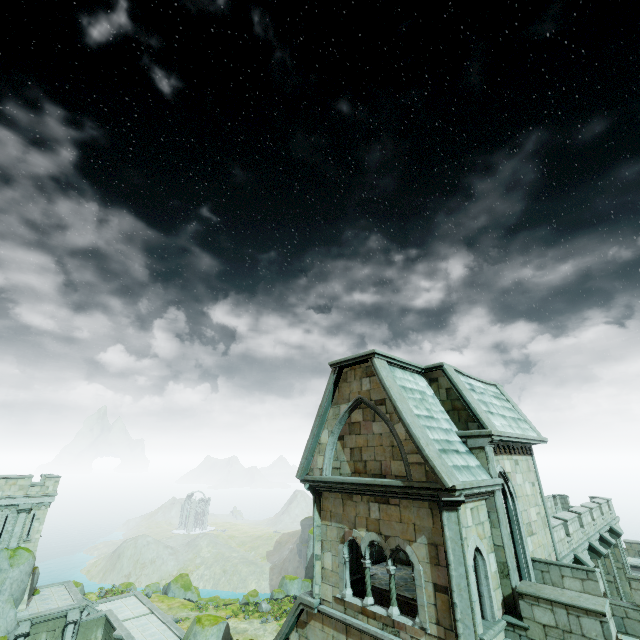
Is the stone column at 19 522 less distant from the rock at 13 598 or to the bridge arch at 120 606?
the rock at 13 598

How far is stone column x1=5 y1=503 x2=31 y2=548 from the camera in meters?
28.5 m

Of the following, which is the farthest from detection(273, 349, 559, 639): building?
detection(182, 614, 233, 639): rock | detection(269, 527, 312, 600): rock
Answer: detection(269, 527, 312, 600): rock

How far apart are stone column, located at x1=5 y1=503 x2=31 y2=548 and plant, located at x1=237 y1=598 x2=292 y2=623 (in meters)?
29.42

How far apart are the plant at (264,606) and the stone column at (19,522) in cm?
2942

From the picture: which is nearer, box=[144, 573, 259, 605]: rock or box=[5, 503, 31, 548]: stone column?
box=[5, 503, 31, 548]: stone column

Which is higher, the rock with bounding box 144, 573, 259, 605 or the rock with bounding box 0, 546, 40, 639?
the rock with bounding box 0, 546, 40, 639

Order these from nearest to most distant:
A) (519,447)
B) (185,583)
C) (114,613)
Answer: (519,447), (114,613), (185,583)
